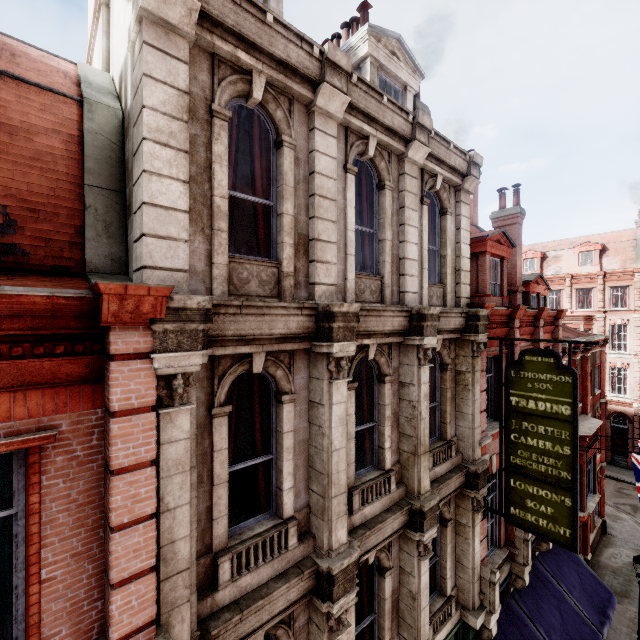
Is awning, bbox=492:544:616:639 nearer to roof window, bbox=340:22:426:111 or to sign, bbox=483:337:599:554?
sign, bbox=483:337:599:554

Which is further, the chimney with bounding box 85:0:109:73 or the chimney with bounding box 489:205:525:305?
the chimney with bounding box 489:205:525:305

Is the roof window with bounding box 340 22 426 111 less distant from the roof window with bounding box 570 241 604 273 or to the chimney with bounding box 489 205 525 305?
the chimney with bounding box 489 205 525 305

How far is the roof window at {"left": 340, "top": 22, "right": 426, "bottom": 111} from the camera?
8.0m

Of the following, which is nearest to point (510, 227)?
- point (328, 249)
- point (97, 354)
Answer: point (328, 249)

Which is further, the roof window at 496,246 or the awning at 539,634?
the roof window at 496,246

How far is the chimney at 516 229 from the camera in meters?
14.5 m

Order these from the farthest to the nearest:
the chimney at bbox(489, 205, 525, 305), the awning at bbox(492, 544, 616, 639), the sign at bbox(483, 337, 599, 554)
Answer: the chimney at bbox(489, 205, 525, 305) < the awning at bbox(492, 544, 616, 639) < the sign at bbox(483, 337, 599, 554)
